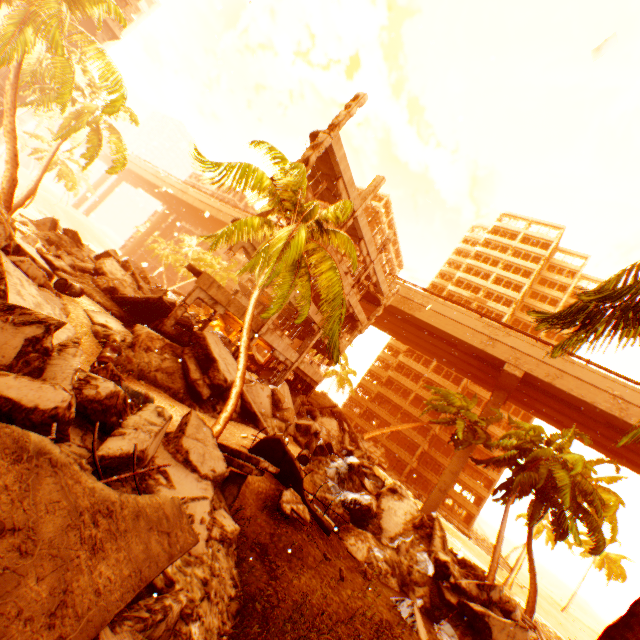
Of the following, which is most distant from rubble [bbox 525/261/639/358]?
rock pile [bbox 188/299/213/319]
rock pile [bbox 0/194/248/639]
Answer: rock pile [bbox 188/299/213/319]

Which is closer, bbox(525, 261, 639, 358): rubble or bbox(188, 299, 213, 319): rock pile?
bbox(525, 261, 639, 358): rubble

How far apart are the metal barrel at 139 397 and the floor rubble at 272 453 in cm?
455

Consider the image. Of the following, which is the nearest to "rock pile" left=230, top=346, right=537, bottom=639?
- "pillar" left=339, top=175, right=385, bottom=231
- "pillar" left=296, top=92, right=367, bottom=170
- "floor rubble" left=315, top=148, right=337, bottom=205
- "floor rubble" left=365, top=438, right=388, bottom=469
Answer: "pillar" left=339, top=175, right=385, bottom=231

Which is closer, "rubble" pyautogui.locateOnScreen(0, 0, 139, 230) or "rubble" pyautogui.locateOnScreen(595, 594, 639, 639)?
"rubble" pyautogui.locateOnScreen(595, 594, 639, 639)

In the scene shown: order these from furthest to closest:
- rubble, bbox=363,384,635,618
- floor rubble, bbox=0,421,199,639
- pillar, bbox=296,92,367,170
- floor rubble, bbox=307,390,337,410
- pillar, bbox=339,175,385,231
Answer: floor rubble, bbox=307,390,337,410
rubble, bbox=363,384,635,618
pillar, bbox=339,175,385,231
pillar, bbox=296,92,367,170
floor rubble, bbox=0,421,199,639

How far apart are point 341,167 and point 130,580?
17.4 meters

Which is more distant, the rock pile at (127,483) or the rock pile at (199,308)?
the rock pile at (199,308)
